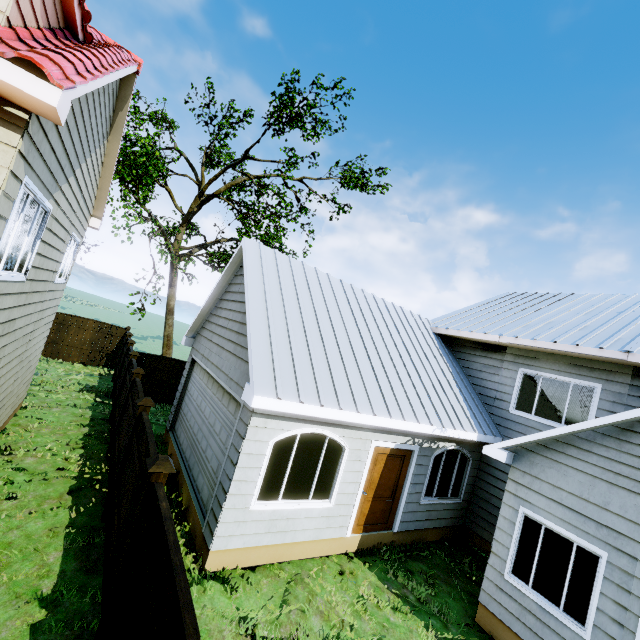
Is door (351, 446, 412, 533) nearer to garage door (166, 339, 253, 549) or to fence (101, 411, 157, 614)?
garage door (166, 339, 253, 549)

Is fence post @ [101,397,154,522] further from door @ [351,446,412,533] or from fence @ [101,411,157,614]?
door @ [351,446,412,533]

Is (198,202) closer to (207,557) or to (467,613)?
(207,557)

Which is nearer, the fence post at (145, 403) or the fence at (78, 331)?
the fence post at (145, 403)

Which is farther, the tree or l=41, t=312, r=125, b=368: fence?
l=41, t=312, r=125, b=368: fence

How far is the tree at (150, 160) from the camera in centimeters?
1275cm

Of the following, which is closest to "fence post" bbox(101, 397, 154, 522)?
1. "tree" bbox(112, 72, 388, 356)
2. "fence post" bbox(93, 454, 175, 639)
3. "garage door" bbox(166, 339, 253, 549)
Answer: "garage door" bbox(166, 339, 253, 549)

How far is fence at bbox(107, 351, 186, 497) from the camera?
7.30m
